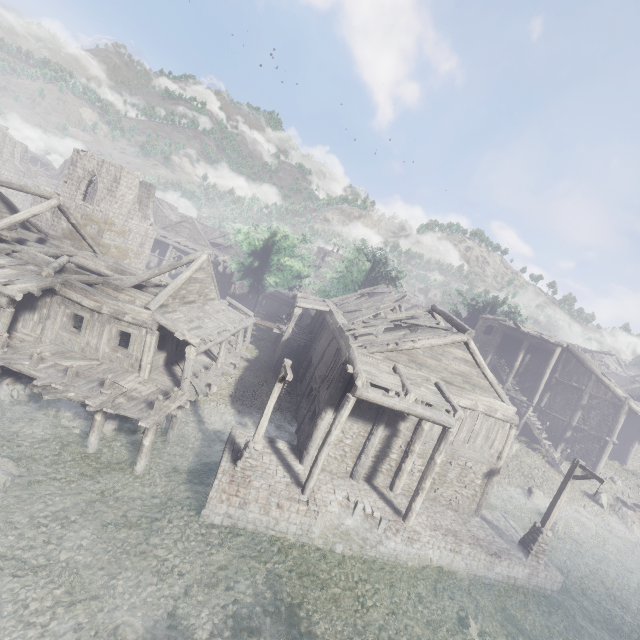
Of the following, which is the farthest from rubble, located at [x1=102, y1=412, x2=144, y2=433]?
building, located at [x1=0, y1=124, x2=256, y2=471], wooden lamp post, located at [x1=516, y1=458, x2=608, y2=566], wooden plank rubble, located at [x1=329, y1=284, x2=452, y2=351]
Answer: wooden lamp post, located at [x1=516, y1=458, x2=608, y2=566]

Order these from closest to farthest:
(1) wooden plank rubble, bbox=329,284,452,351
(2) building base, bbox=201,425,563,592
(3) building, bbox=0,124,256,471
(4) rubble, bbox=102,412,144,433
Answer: (2) building base, bbox=201,425,563,592
(3) building, bbox=0,124,256,471
(4) rubble, bbox=102,412,144,433
(1) wooden plank rubble, bbox=329,284,452,351

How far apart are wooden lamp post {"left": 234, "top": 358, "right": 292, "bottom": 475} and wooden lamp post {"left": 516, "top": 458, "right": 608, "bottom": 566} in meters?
13.0

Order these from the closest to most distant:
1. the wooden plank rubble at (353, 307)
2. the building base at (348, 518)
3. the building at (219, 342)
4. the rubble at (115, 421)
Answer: the building base at (348, 518), the building at (219, 342), the rubble at (115, 421), the wooden plank rubble at (353, 307)

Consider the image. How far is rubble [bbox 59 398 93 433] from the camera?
13.91m

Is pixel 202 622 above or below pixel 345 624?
below

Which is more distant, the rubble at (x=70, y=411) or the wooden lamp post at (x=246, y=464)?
the rubble at (x=70, y=411)

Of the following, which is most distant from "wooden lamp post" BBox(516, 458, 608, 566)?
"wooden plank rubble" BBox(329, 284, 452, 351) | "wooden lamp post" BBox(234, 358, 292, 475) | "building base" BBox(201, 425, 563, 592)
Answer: "wooden lamp post" BBox(234, 358, 292, 475)
